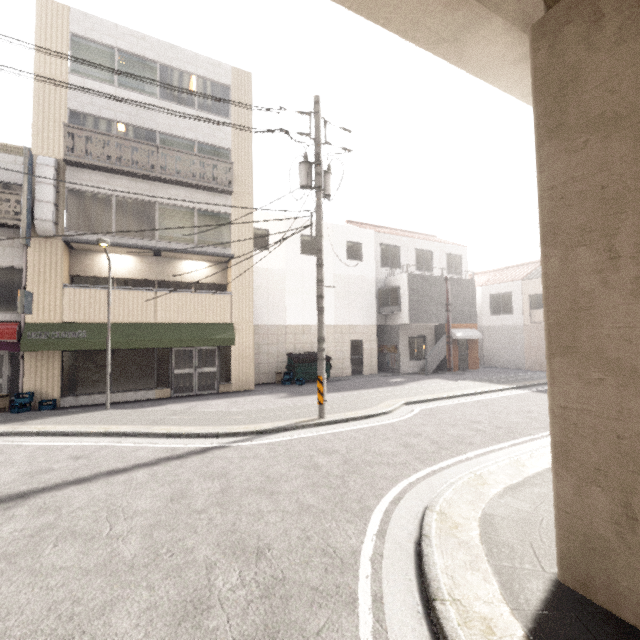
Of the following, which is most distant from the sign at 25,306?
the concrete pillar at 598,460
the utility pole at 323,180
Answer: the concrete pillar at 598,460

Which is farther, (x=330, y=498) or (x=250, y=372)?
(x=250, y=372)

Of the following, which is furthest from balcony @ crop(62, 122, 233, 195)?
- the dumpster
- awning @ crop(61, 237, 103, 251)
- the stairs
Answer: the stairs

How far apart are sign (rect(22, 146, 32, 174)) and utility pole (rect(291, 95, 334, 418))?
9.17m

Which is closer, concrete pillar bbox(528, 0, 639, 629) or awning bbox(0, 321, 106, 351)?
concrete pillar bbox(528, 0, 639, 629)

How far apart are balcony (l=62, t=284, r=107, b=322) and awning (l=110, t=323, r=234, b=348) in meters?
0.0 m

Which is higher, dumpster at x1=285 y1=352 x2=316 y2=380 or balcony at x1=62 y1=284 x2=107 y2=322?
balcony at x1=62 y1=284 x2=107 y2=322

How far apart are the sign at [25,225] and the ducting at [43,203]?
0.2m
